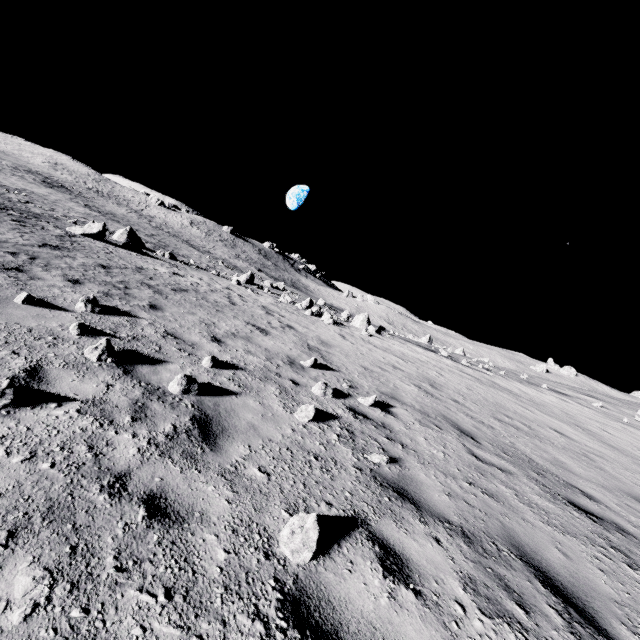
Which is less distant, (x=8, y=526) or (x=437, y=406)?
(x=8, y=526)

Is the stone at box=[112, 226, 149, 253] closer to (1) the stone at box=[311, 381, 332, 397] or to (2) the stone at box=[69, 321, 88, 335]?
(2) the stone at box=[69, 321, 88, 335]

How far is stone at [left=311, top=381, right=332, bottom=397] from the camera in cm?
627

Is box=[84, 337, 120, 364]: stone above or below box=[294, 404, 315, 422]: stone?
below

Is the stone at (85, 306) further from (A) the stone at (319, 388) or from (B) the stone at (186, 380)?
(A) the stone at (319, 388)

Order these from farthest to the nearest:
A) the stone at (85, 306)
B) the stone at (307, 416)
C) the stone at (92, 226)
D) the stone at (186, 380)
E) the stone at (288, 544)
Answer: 1. the stone at (92, 226)
2. the stone at (85, 306)
3. the stone at (307, 416)
4. the stone at (186, 380)
5. the stone at (288, 544)

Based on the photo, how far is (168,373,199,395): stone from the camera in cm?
434

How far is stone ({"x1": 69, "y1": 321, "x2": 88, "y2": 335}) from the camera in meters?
5.0 m
